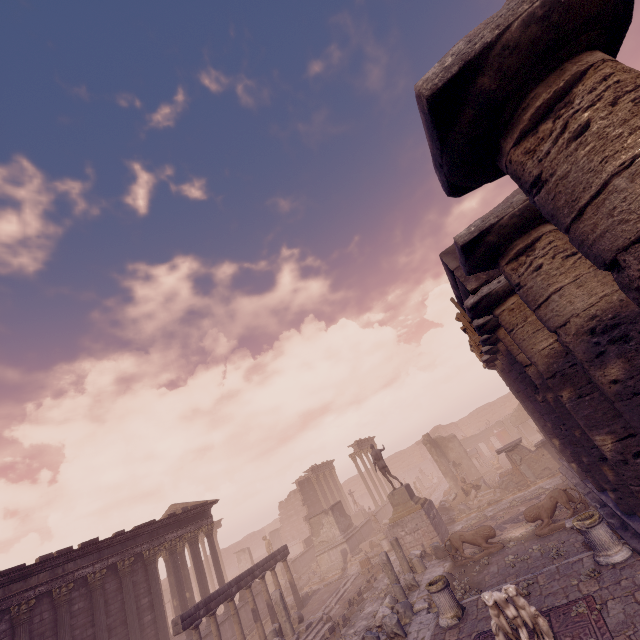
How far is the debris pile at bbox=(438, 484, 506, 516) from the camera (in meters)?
19.98

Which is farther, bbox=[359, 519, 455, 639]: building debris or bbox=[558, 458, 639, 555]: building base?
bbox=[359, 519, 455, 639]: building debris

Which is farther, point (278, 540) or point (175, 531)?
point (278, 540)

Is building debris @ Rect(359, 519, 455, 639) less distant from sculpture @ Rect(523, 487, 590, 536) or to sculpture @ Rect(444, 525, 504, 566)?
sculpture @ Rect(444, 525, 504, 566)

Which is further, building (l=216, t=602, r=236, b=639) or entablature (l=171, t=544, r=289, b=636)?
building (l=216, t=602, r=236, b=639)

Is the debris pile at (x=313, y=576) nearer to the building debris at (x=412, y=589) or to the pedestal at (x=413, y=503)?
the pedestal at (x=413, y=503)

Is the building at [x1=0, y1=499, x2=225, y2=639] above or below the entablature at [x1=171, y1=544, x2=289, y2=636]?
above

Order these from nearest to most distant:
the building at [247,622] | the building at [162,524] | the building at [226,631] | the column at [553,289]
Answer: the column at [553,289] → the building at [162,524] → the building at [226,631] → the building at [247,622]
